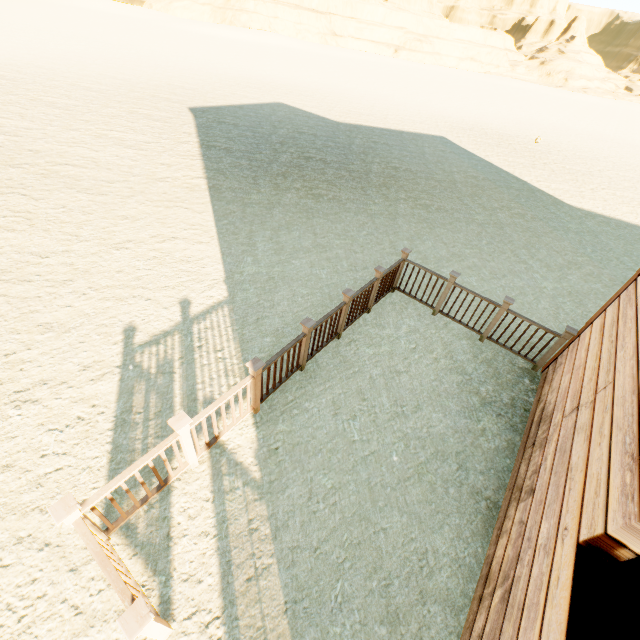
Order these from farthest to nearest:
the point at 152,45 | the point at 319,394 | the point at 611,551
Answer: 1. the point at 152,45
2. the point at 319,394
3. the point at 611,551
